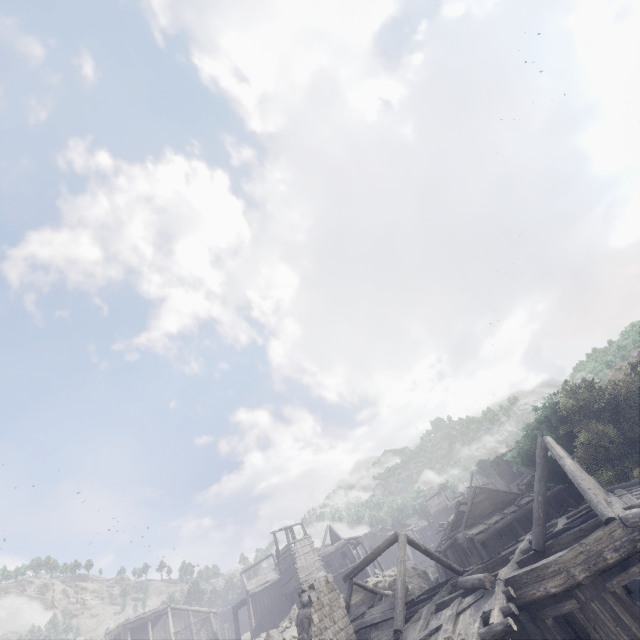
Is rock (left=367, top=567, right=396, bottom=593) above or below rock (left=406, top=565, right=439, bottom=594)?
above

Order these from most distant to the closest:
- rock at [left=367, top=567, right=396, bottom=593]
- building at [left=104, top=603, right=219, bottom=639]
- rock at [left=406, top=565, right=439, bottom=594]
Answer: building at [left=104, top=603, right=219, bottom=639]
rock at [left=406, top=565, right=439, bottom=594]
rock at [left=367, top=567, right=396, bottom=593]

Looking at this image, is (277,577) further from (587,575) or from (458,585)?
(587,575)

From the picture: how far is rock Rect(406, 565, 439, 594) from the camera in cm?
3462

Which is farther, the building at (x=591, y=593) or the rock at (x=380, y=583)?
the rock at (x=380, y=583)

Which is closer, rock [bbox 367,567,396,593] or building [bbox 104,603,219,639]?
rock [bbox 367,567,396,593]
